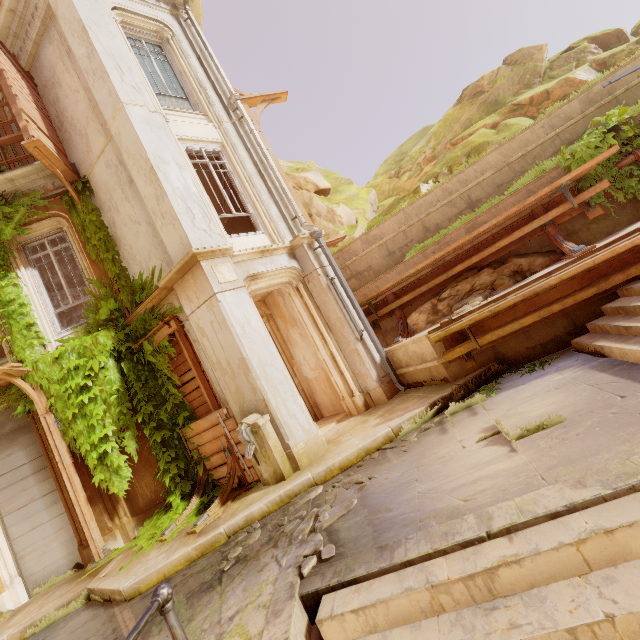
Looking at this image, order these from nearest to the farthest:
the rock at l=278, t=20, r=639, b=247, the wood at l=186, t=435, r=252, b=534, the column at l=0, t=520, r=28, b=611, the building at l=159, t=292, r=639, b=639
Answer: the building at l=159, t=292, r=639, b=639
the wood at l=186, t=435, r=252, b=534
the column at l=0, t=520, r=28, b=611
the rock at l=278, t=20, r=639, b=247

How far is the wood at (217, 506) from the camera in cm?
543

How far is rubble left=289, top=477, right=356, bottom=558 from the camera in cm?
329

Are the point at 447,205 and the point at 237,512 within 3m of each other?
no

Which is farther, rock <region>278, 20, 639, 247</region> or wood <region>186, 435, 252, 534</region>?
rock <region>278, 20, 639, 247</region>

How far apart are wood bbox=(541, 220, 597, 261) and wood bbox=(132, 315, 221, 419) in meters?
7.6 m

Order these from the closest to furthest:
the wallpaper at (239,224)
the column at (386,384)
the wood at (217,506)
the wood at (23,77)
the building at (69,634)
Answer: the building at (69,634) < the wood at (217,506) < the wood at (23,77) < the column at (386,384) < the wallpaper at (239,224)

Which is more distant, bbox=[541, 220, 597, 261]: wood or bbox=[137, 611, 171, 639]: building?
bbox=[541, 220, 597, 261]: wood
